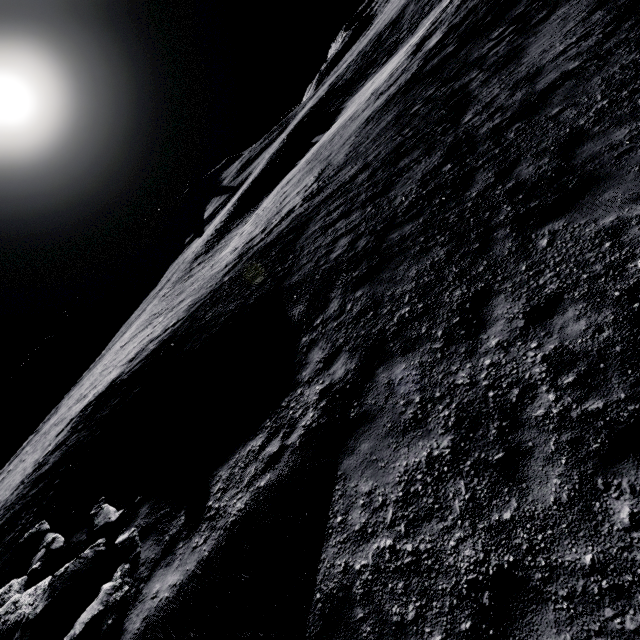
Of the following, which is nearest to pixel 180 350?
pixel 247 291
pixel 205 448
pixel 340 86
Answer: pixel 247 291

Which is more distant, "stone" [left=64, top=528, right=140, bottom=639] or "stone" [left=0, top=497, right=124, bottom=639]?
"stone" [left=0, top=497, right=124, bottom=639]

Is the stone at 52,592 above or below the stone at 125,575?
above

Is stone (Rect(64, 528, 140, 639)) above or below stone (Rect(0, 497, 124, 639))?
below

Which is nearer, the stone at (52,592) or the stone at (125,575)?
the stone at (125,575)
